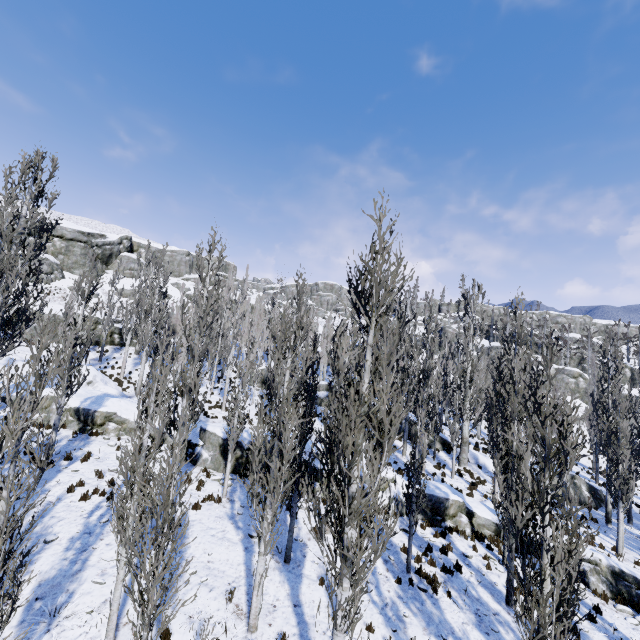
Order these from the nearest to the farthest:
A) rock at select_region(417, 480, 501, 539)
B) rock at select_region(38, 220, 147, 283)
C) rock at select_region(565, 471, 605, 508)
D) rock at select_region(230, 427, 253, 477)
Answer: rock at select_region(417, 480, 501, 539), rock at select_region(230, 427, 253, 477), rock at select_region(565, 471, 605, 508), rock at select_region(38, 220, 147, 283)

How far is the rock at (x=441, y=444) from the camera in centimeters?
2636cm

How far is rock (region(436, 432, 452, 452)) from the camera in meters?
26.4

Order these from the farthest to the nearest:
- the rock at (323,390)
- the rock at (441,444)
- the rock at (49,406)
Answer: the rock at (323,390) → the rock at (441,444) → the rock at (49,406)

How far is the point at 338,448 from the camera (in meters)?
6.28

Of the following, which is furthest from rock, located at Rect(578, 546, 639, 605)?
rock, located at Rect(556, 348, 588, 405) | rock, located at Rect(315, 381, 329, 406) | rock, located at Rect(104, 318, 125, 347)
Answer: rock, located at Rect(556, 348, 588, 405)

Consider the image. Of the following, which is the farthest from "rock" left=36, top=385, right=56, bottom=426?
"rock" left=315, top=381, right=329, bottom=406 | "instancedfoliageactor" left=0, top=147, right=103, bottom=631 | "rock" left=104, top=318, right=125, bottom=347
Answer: "rock" left=315, top=381, right=329, bottom=406

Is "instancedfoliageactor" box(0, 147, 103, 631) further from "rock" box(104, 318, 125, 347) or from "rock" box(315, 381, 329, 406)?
"rock" box(104, 318, 125, 347)
